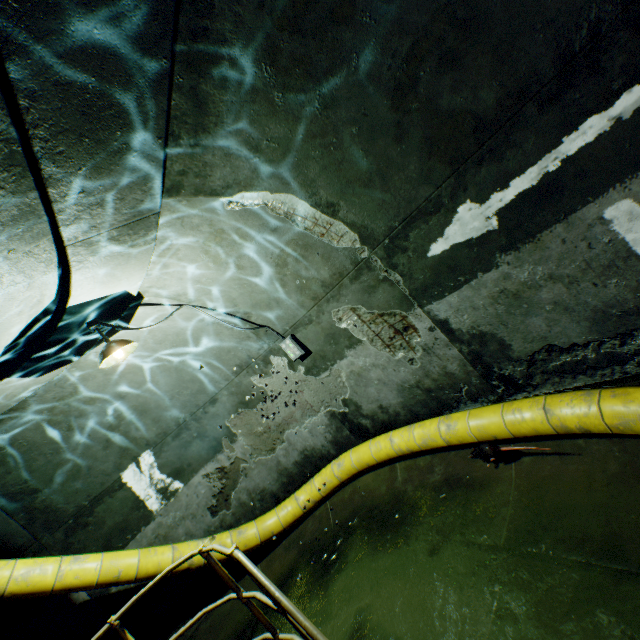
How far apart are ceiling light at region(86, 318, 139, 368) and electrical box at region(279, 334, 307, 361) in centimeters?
223cm

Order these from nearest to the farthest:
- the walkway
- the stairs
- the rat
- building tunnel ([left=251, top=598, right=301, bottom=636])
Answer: the stairs < the walkway < the rat < building tunnel ([left=251, top=598, right=301, bottom=636])

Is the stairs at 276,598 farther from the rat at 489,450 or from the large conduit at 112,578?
the rat at 489,450

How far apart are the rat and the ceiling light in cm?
396

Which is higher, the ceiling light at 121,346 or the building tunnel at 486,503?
the ceiling light at 121,346

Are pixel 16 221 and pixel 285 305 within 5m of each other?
yes

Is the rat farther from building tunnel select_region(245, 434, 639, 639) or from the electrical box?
the electrical box

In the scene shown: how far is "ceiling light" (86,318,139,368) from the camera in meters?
3.5 m
